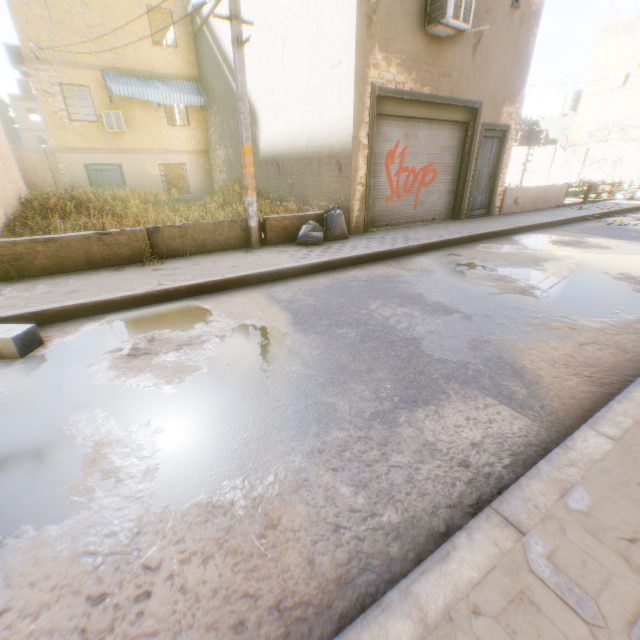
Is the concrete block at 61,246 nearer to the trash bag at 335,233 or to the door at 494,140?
the trash bag at 335,233

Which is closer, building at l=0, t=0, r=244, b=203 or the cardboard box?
the cardboard box

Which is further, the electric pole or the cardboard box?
the electric pole

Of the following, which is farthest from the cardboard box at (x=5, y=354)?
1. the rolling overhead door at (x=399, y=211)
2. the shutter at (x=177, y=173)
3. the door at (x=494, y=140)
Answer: the shutter at (x=177, y=173)

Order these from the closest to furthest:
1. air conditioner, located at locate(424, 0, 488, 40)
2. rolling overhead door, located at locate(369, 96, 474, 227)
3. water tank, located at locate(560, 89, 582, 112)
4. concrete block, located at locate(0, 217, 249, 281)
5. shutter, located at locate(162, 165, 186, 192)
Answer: concrete block, located at locate(0, 217, 249, 281) < air conditioner, located at locate(424, 0, 488, 40) < rolling overhead door, located at locate(369, 96, 474, 227) < shutter, located at locate(162, 165, 186, 192) < water tank, located at locate(560, 89, 582, 112)

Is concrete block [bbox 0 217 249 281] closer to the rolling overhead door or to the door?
the rolling overhead door

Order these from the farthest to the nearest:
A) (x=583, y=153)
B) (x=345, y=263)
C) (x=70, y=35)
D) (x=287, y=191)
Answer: (x=583, y=153) < (x=70, y=35) < (x=287, y=191) < (x=345, y=263)

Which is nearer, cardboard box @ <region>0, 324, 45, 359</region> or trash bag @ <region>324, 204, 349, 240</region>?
cardboard box @ <region>0, 324, 45, 359</region>
